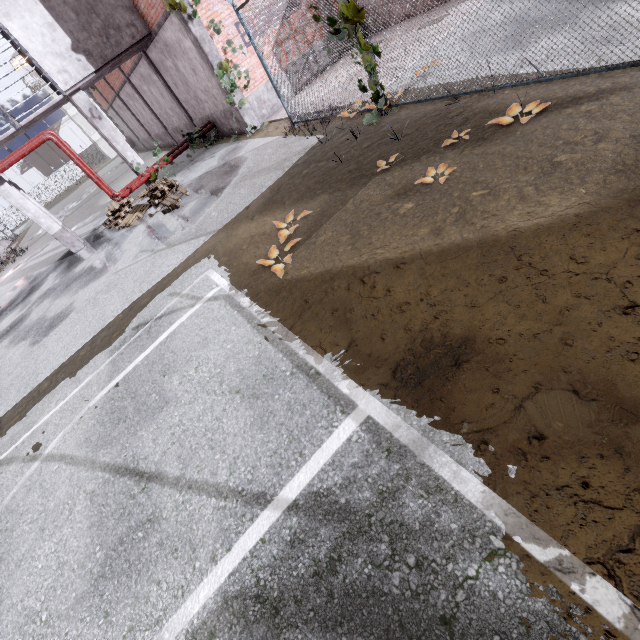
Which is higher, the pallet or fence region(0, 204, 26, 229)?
fence region(0, 204, 26, 229)

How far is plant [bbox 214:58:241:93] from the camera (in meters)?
10.74

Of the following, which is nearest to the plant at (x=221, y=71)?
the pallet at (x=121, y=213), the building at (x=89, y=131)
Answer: the pallet at (x=121, y=213)

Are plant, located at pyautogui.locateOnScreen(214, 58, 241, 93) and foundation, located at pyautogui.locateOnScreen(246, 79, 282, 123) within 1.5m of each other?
yes

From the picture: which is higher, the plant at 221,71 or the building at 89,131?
the building at 89,131

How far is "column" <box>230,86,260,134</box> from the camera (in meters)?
11.44

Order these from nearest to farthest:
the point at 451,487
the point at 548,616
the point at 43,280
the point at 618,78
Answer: the point at 548,616, the point at 451,487, the point at 618,78, the point at 43,280

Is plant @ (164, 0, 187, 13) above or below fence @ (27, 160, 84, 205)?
above
